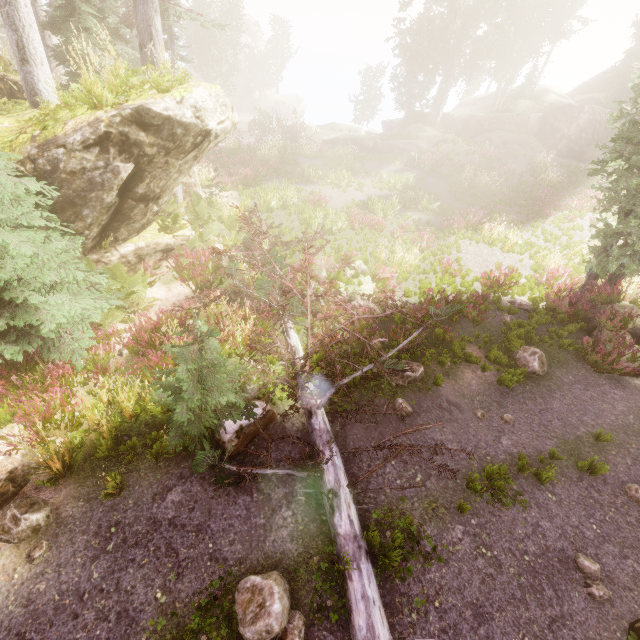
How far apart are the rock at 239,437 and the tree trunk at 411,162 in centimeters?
2226cm

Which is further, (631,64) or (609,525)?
(631,64)

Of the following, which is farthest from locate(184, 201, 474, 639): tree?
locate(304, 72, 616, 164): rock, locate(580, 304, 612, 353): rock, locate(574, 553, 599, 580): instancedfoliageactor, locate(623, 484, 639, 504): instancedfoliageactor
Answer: locate(304, 72, 616, 164): rock

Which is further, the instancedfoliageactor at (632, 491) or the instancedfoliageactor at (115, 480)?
the instancedfoliageactor at (632, 491)

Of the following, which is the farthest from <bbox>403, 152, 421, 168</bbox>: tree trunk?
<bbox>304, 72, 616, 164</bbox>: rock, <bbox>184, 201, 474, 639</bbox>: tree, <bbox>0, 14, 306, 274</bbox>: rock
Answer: <bbox>184, 201, 474, 639</bbox>: tree

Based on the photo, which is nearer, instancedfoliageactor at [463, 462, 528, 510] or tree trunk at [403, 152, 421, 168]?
instancedfoliageactor at [463, 462, 528, 510]

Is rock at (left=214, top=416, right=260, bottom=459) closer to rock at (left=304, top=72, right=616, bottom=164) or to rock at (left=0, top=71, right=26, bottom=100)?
rock at (left=0, top=71, right=26, bottom=100)

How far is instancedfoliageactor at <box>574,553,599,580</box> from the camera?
5.3m
